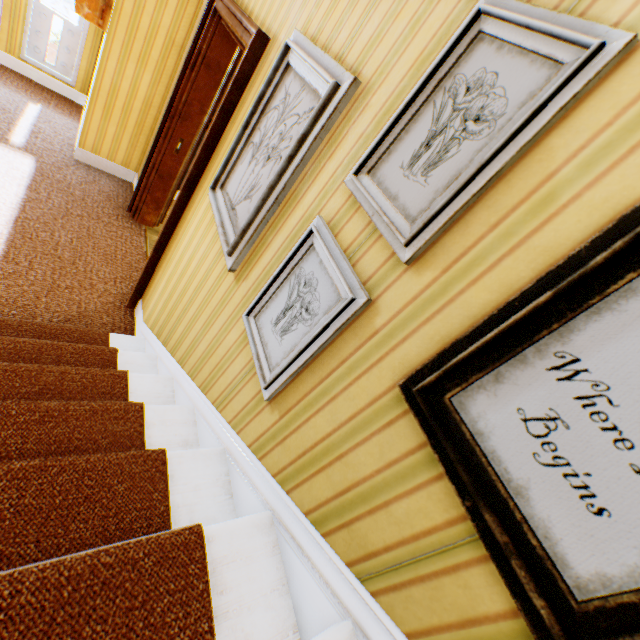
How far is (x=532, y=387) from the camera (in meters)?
0.62

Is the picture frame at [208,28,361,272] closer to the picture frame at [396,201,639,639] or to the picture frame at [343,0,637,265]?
the picture frame at [343,0,637,265]

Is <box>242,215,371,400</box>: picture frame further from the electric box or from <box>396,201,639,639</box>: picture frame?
the electric box

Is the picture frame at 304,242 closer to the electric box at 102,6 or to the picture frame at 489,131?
the picture frame at 489,131

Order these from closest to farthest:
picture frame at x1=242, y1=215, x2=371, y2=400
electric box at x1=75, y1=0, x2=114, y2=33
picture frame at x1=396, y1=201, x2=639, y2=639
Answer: picture frame at x1=396, y1=201, x2=639, y2=639 → picture frame at x1=242, y1=215, x2=371, y2=400 → electric box at x1=75, y1=0, x2=114, y2=33

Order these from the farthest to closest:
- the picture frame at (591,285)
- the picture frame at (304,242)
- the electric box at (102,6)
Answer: the electric box at (102,6) → the picture frame at (304,242) → the picture frame at (591,285)

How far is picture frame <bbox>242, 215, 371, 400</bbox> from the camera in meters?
1.0 m

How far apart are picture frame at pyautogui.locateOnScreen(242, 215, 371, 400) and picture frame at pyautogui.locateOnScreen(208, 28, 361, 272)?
0.3 meters
